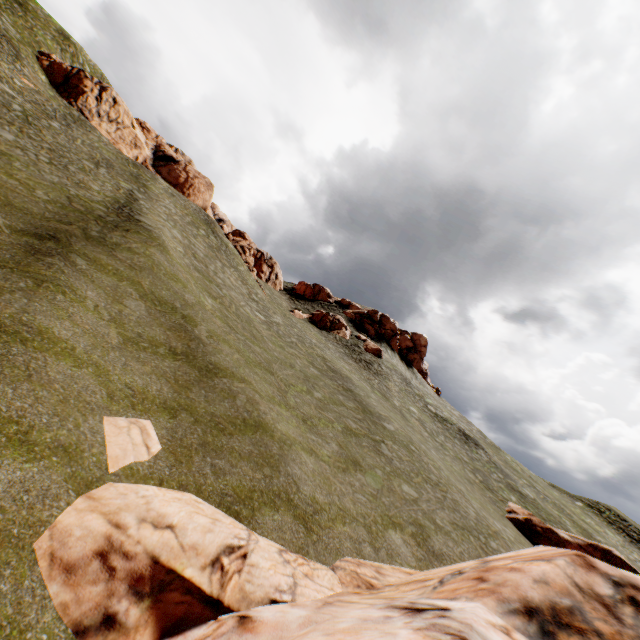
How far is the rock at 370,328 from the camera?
53.7m

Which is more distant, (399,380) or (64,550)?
(399,380)

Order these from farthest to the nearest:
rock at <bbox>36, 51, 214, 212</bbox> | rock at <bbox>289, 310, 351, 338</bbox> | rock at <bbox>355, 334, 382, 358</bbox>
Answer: rock at <bbox>289, 310, 351, 338</bbox> < rock at <bbox>355, 334, 382, 358</bbox> < rock at <bbox>36, 51, 214, 212</bbox>

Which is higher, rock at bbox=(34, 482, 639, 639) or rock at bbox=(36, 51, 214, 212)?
rock at bbox=(36, 51, 214, 212)

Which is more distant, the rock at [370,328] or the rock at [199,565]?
the rock at [370,328]

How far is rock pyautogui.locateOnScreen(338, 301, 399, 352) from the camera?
53.7 meters
